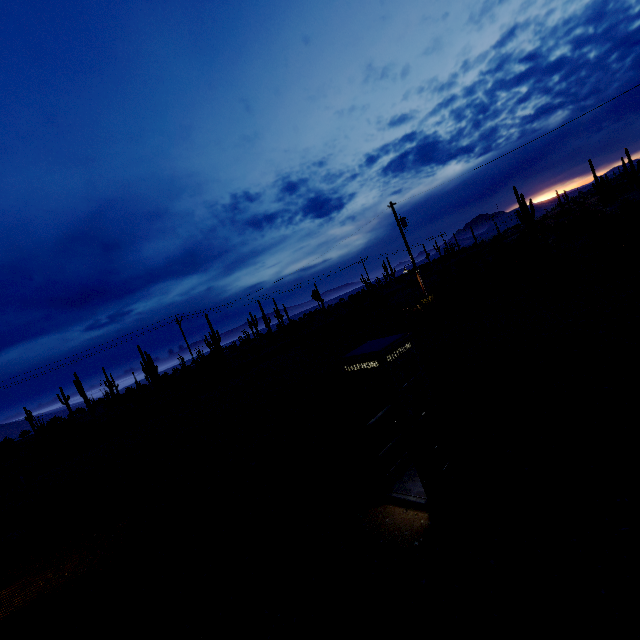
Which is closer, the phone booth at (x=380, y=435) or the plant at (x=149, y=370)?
the phone booth at (x=380, y=435)

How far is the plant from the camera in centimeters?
4062cm

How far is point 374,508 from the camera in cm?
573

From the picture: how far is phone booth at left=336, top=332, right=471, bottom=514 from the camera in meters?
5.1 m

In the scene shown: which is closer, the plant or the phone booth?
the phone booth

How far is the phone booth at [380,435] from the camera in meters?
5.1 m
